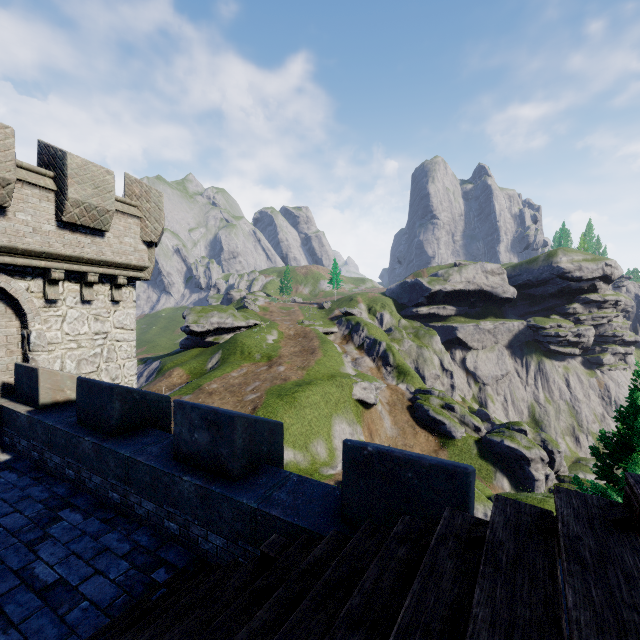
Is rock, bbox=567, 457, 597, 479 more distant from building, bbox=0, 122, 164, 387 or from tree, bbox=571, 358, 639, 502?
building, bbox=0, 122, 164, 387

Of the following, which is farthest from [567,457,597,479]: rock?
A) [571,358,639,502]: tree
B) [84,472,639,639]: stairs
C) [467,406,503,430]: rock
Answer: [84,472,639,639]: stairs

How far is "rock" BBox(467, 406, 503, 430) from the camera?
54.72m

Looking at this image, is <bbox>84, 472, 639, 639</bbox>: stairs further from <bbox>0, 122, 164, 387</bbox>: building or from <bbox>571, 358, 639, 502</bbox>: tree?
<bbox>571, 358, 639, 502</bbox>: tree

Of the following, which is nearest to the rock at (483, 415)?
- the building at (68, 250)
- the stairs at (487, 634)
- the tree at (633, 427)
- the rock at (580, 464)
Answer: the rock at (580, 464)

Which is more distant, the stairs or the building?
the building

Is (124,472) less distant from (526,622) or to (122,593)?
(122,593)

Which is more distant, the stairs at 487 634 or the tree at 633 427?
the tree at 633 427
